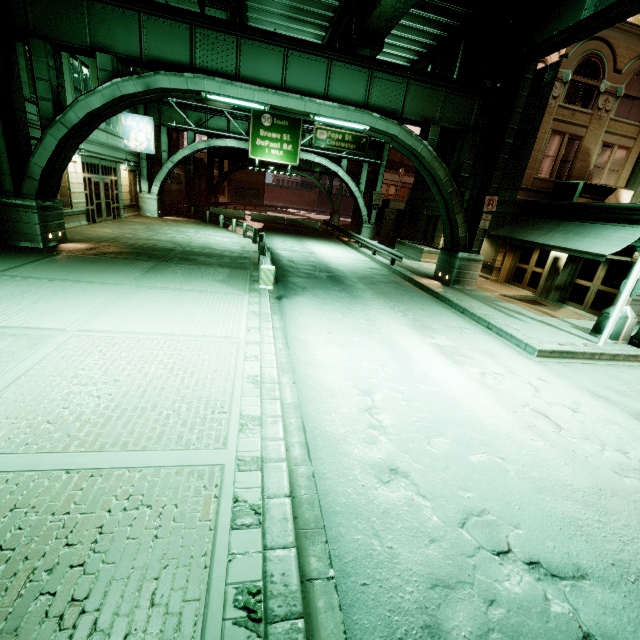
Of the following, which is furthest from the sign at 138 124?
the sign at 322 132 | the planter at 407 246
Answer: the planter at 407 246

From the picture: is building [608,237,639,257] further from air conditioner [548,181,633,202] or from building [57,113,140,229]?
building [57,113,140,229]

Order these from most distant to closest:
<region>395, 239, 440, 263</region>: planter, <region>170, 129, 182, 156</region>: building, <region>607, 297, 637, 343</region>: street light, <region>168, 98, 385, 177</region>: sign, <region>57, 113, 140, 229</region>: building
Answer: <region>170, 129, 182, 156</region>: building, <region>168, 98, 385, 177</region>: sign, <region>395, 239, 440, 263</region>: planter, <region>57, 113, 140, 229</region>: building, <region>607, 297, 637, 343</region>: street light

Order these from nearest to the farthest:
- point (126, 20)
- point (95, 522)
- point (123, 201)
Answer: point (95, 522) < point (126, 20) < point (123, 201)

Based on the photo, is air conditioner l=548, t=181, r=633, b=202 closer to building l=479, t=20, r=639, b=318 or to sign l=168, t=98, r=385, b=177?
building l=479, t=20, r=639, b=318

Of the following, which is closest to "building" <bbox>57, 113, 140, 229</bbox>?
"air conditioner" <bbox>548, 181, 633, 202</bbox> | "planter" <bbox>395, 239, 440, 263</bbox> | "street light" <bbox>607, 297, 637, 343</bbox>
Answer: "planter" <bbox>395, 239, 440, 263</bbox>

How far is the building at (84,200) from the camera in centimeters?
1692cm

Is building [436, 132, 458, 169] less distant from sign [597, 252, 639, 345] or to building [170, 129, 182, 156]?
sign [597, 252, 639, 345]
